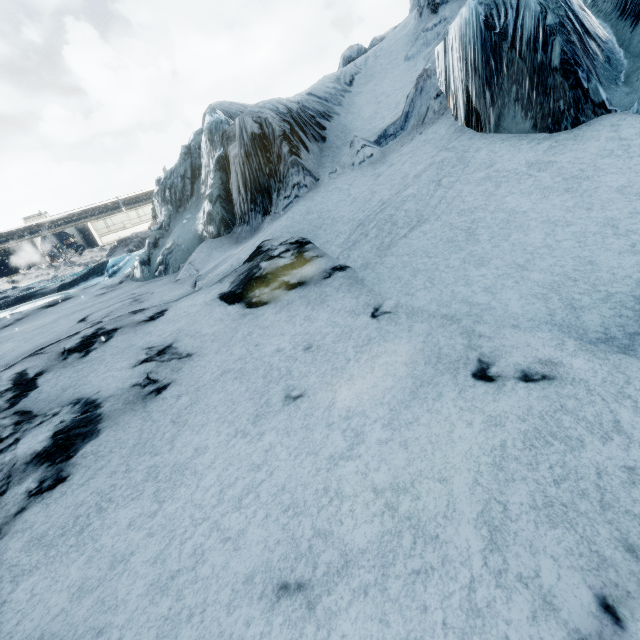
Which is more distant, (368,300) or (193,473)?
(368,300)
